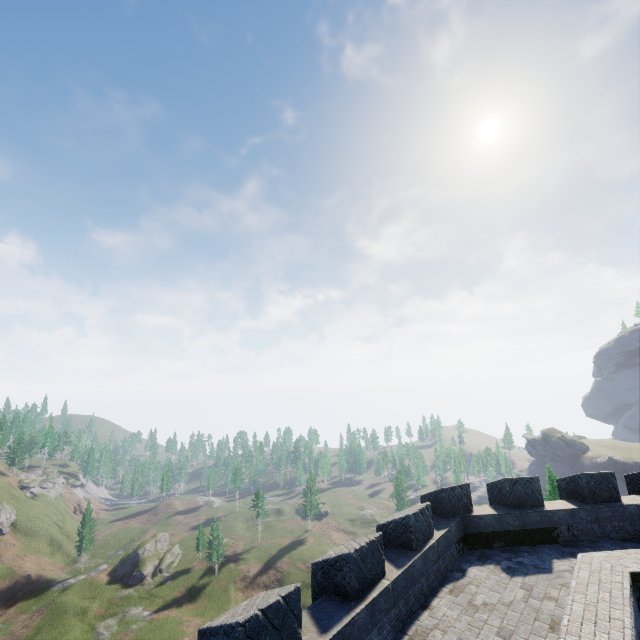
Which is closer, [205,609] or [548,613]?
[548,613]
